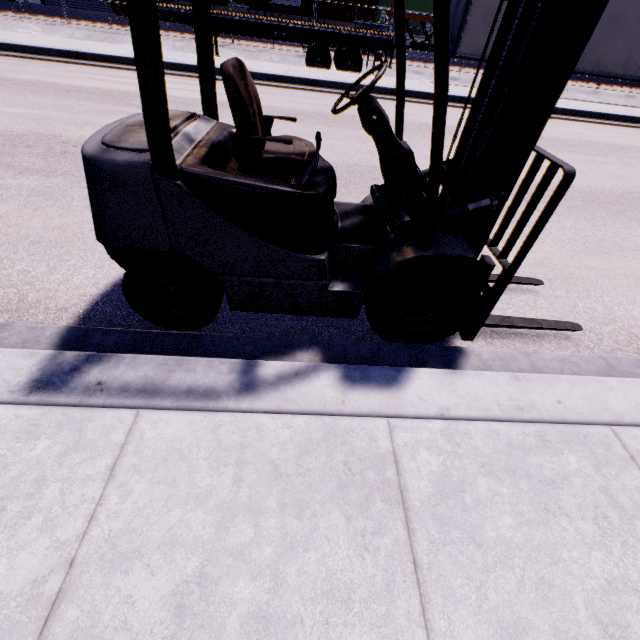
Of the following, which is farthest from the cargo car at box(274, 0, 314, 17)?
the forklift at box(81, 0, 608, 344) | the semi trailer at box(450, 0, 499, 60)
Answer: the forklift at box(81, 0, 608, 344)

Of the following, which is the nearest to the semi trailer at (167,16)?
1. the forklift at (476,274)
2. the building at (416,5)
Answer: the building at (416,5)

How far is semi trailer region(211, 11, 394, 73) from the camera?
12.3 meters

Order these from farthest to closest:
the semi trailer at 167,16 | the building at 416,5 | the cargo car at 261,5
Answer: the building at 416,5 < the cargo car at 261,5 < the semi trailer at 167,16

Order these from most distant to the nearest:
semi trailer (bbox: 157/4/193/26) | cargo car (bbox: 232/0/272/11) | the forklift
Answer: cargo car (bbox: 232/0/272/11) → semi trailer (bbox: 157/4/193/26) → the forklift

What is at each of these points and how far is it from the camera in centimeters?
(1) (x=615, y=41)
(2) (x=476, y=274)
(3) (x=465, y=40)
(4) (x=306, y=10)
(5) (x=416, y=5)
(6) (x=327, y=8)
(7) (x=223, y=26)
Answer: (1) semi trailer, 1266cm
(2) forklift, 226cm
(3) semi trailer, 1273cm
(4) cargo car, 1936cm
(5) building, 2872cm
(6) cargo car, 1930cm
(7) semi trailer, 1254cm

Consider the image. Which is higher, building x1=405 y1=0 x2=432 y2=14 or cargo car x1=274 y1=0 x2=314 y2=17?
building x1=405 y1=0 x2=432 y2=14
